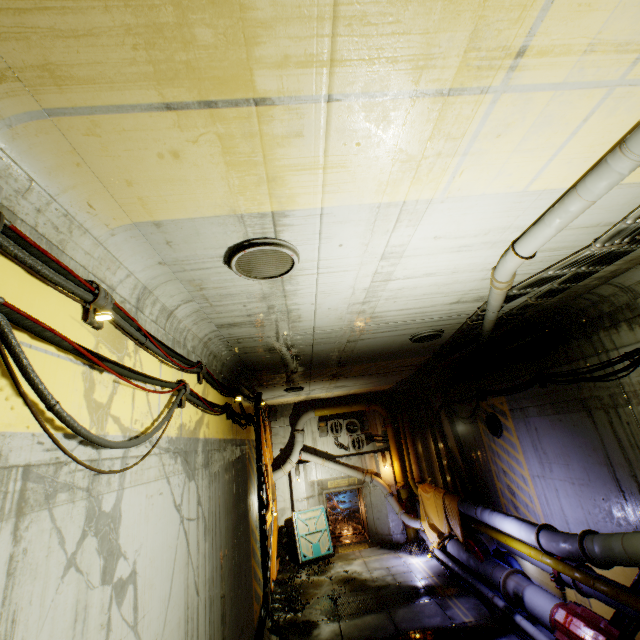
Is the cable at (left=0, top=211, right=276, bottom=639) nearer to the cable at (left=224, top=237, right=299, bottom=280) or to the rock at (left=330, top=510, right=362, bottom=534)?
the cable at (left=224, top=237, right=299, bottom=280)

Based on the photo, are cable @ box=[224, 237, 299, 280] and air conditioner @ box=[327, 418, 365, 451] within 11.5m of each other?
no

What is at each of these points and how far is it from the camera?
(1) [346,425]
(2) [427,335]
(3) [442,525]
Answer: (1) air conditioner, 17.0m
(2) cable, 7.8m
(3) cloth, 12.9m

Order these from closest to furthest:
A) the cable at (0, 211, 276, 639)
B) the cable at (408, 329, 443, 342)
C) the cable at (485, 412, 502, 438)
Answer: the cable at (0, 211, 276, 639), the cable at (408, 329, 443, 342), the cable at (485, 412, 502, 438)

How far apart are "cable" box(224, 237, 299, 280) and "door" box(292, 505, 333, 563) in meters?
14.5 m

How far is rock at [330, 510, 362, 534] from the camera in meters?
17.7

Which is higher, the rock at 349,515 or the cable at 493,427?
the cable at 493,427

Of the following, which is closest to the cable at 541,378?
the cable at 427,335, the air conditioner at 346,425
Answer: the cable at 427,335
